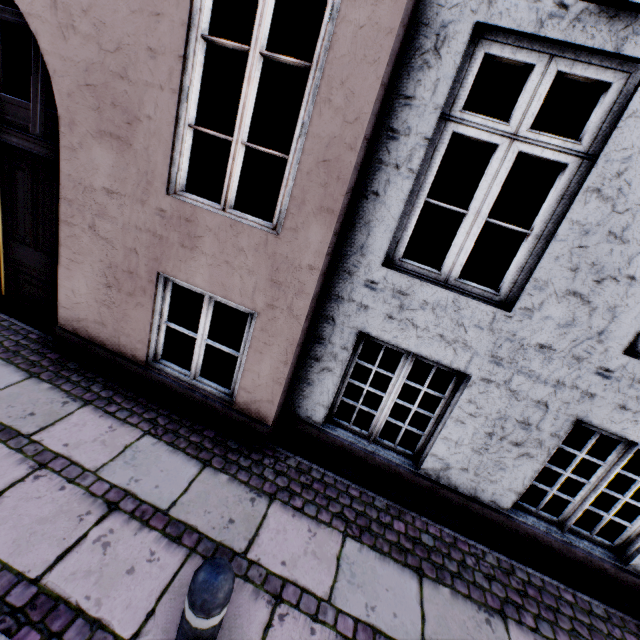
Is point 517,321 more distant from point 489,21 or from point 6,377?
point 6,377

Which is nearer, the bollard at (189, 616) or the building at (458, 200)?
the bollard at (189, 616)

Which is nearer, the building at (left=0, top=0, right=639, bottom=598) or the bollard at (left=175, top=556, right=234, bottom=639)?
the bollard at (left=175, top=556, right=234, bottom=639)
